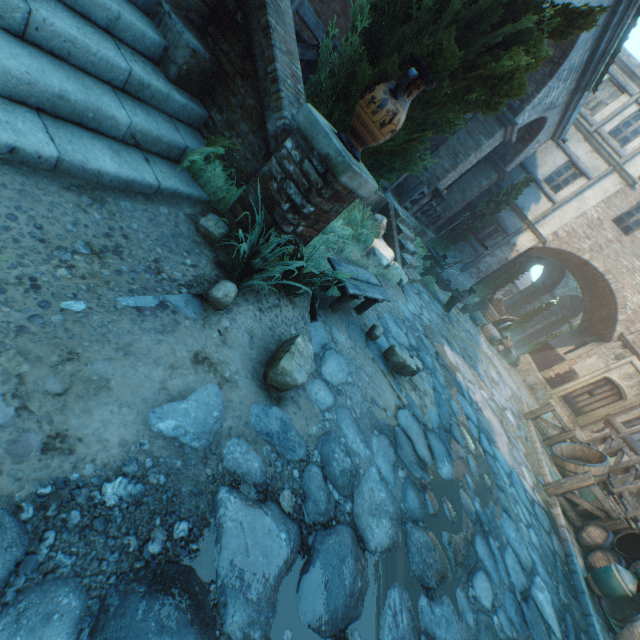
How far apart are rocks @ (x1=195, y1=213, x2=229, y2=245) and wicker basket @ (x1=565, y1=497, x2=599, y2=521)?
9.63m

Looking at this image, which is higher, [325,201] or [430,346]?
[325,201]

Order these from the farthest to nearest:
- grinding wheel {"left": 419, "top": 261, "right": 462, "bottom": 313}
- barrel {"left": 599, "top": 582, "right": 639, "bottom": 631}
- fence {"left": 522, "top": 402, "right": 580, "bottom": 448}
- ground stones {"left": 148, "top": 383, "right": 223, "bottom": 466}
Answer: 1. grinding wheel {"left": 419, "top": 261, "right": 462, "bottom": 313}
2. fence {"left": 522, "top": 402, "right": 580, "bottom": 448}
3. barrel {"left": 599, "top": 582, "right": 639, "bottom": 631}
4. ground stones {"left": 148, "top": 383, "right": 223, "bottom": 466}

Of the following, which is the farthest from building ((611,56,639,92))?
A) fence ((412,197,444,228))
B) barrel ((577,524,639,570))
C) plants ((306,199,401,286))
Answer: barrel ((577,524,639,570))

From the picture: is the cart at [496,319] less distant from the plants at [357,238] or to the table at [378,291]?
the plants at [357,238]

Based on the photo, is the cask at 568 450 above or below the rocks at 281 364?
above

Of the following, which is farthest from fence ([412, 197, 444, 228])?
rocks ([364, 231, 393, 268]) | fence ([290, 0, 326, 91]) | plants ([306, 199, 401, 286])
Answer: fence ([290, 0, 326, 91])

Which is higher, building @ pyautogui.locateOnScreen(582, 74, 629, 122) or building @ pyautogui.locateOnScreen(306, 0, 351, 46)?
building @ pyautogui.locateOnScreen(582, 74, 629, 122)
